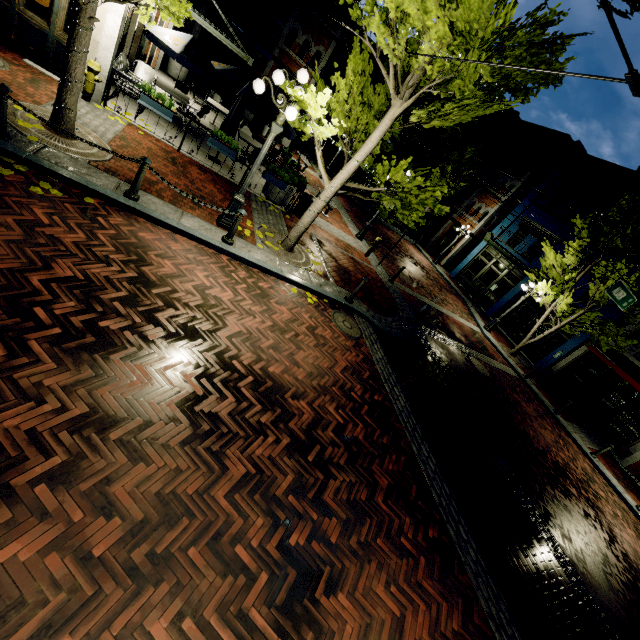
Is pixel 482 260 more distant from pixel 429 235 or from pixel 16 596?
pixel 16 596

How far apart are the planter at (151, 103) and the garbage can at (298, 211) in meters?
4.6 m

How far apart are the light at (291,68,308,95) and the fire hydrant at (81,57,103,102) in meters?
4.7

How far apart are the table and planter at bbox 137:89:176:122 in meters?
2.3

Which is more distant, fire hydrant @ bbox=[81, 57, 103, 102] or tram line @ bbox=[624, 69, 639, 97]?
fire hydrant @ bbox=[81, 57, 103, 102]

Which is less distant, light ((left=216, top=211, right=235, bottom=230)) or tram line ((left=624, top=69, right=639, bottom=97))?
tram line ((left=624, top=69, right=639, bottom=97))

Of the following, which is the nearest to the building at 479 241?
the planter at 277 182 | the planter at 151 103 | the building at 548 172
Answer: the building at 548 172

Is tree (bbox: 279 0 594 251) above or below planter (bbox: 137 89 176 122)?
above
